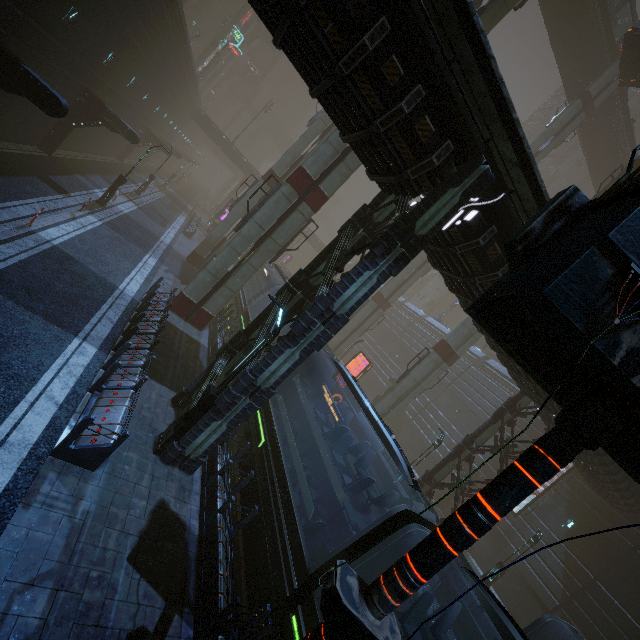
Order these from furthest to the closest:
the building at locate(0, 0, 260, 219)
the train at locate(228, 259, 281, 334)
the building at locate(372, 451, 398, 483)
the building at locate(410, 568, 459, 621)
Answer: the building at locate(372, 451, 398, 483)
the train at locate(228, 259, 281, 334)
the building at locate(410, 568, 459, 621)
the building at locate(0, 0, 260, 219)

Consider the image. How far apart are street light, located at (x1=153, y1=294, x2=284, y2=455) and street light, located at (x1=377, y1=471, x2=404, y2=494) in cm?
1447

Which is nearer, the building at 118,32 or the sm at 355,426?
the building at 118,32

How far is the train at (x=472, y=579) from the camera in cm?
611

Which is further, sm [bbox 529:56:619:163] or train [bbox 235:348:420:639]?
sm [bbox 529:56:619:163]

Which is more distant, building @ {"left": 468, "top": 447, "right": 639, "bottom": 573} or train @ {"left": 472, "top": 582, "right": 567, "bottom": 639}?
building @ {"left": 468, "top": 447, "right": 639, "bottom": 573}

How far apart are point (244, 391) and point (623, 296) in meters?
8.2 m

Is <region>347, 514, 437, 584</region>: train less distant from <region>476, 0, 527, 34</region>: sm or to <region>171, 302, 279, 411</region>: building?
<region>171, 302, 279, 411</region>: building
